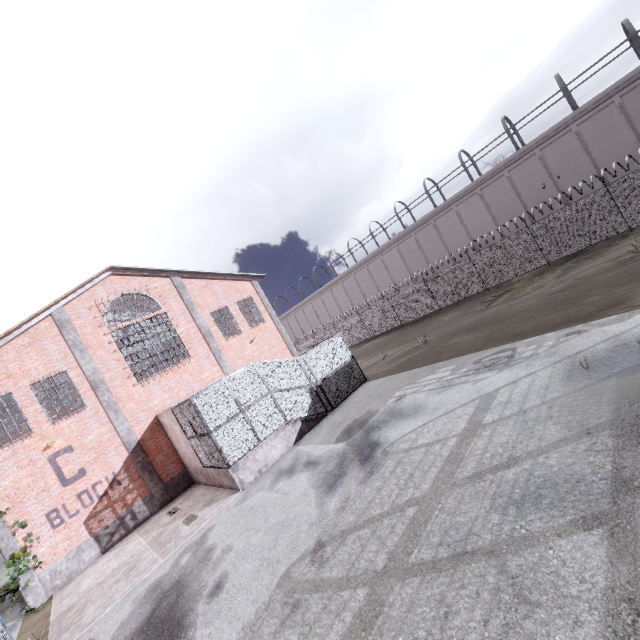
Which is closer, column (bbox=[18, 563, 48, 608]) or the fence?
column (bbox=[18, 563, 48, 608])

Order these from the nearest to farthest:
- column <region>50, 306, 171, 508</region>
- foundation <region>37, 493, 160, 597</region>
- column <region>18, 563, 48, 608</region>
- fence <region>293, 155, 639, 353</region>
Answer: column <region>18, 563, 48, 608</region> → foundation <region>37, 493, 160, 597</region> → column <region>50, 306, 171, 508</region> → fence <region>293, 155, 639, 353</region>

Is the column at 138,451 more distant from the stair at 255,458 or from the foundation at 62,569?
the stair at 255,458

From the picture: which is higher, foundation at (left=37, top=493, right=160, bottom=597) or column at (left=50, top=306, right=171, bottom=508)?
column at (left=50, top=306, right=171, bottom=508)

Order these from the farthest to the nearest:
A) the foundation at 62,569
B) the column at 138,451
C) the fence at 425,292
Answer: the fence at 425,292
the column at 138,451
the foundation at 62,569

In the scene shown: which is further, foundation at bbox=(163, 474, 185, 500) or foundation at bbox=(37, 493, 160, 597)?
foundation at bbox=(163, 474, 185, 500)

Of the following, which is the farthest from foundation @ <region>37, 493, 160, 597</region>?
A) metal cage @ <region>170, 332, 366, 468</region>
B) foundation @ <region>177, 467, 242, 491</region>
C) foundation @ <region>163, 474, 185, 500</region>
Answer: metal cage @ <region>170, 332, 366, 468</region>

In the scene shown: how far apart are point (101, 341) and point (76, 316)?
1.67m
